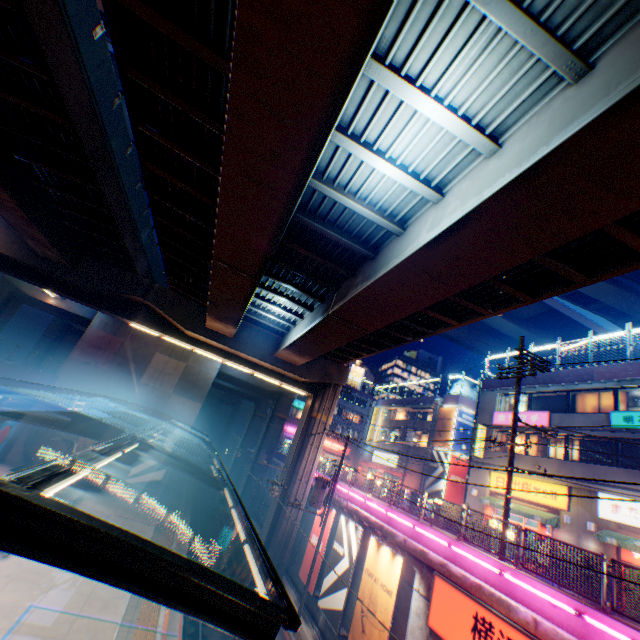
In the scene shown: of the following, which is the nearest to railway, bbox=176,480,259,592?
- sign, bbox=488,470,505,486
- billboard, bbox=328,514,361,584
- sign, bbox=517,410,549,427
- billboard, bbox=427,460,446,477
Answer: billboard, bbox=328,514,361,584

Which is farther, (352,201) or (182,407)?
(182,407)

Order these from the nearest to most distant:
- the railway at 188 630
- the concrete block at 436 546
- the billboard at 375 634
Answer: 1. the concrete block at 436 546
2. the billboard at 375 634
3. the railway at 188 630

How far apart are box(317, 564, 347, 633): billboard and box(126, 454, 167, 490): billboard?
17.2 meters

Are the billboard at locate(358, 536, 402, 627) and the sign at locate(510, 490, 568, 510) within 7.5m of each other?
no

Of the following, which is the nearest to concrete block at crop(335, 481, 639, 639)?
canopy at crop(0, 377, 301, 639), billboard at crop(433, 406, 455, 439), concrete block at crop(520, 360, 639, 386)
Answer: canopy at crop(0, 377, 301, 639)

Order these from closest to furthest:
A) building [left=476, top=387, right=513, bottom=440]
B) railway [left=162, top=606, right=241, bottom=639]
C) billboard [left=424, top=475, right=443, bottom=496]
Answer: railway [left=162, top=606, right=241, bottom=639]
building [left=476, top=387, right=513, bottom=440]
billboard [left=424, top=475, right=443, bottom=496]

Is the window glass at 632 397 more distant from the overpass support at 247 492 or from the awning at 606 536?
the overpass support at 247 492
